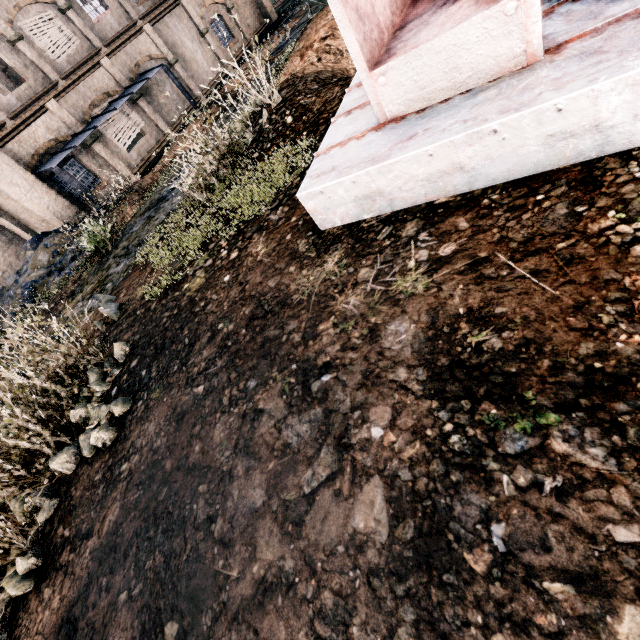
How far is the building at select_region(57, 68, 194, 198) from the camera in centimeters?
1744cm

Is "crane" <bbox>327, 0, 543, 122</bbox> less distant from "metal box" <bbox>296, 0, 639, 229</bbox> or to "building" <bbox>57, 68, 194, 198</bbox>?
"metal box" <bbox>296, 0, 639, 229</bbox>

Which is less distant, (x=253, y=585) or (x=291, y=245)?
(x=253, y=585)

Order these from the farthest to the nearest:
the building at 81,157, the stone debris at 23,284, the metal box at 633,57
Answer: the building at 81,157 → the stone debris at 23,284 → the metal box at 633,57

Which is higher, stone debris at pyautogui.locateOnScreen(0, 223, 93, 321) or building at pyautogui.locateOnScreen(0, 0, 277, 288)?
building at pyautogui.locateOnScreen(0, 0, 277, 288)

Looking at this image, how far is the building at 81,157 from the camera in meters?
17.4 m

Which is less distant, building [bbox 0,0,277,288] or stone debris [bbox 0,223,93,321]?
stone debris [bbox 0,223,93,321]

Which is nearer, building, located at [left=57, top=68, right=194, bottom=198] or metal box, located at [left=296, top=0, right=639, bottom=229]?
metal box, located at [left=296, top=0, right=639, bottom=229]
